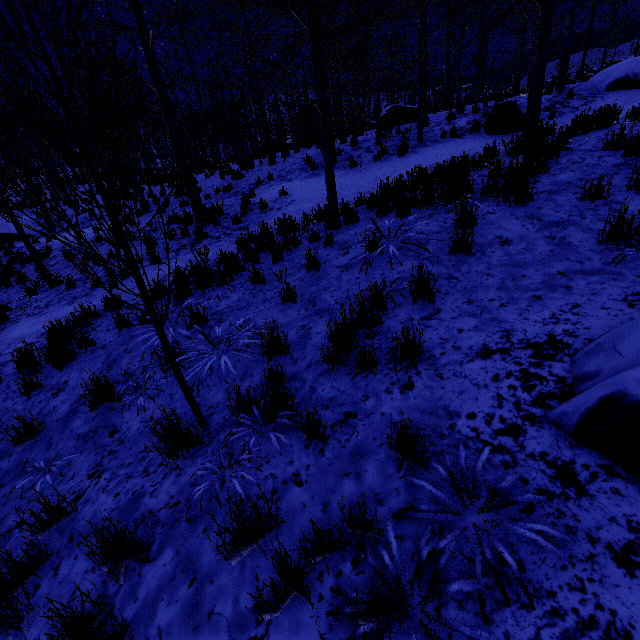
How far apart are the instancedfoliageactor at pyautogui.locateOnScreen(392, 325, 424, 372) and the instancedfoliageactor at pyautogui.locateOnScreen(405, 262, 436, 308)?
0.73m

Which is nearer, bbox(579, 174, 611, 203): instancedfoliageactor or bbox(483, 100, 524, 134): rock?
bbox(579, 174, 611, 203): instancedfoliageactor

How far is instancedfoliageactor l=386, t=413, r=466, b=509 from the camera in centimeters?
182cm

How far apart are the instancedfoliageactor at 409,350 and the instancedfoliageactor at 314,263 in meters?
2.0

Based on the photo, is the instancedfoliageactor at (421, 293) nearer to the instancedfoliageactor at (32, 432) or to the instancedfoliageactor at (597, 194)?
the instancedfoliageactor at (597, 194)

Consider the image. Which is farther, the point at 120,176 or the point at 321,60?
the point at 321,60

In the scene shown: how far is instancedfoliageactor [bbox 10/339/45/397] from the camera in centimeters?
433cm

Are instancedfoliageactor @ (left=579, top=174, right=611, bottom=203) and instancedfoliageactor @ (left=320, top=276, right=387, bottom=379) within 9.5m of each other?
yes
